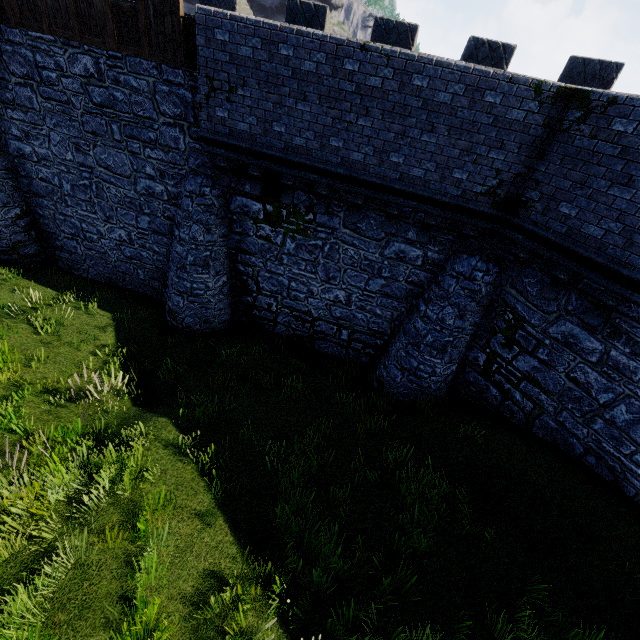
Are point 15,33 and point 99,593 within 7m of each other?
no
